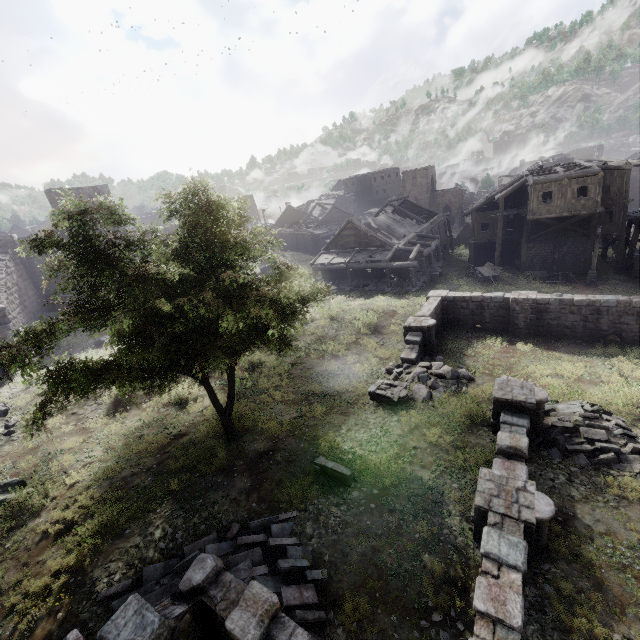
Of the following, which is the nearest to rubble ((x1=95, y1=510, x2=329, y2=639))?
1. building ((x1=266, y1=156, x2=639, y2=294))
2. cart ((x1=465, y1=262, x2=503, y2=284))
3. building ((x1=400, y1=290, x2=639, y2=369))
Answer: building ((x1=400, y1=290, x2=639, y2=369))

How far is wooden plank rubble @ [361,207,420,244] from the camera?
32.4 meters

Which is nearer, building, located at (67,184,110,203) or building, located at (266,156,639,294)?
building, located at (266,156,639,294)

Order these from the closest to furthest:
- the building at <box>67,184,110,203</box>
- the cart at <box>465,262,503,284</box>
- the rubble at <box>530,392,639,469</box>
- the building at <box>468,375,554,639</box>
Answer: the building at <box>468,375,554,639</box>
the rubble at <box>530,392,639,469</box>
the cart at <box>465,262,503,284</box>
the building at <box>67,184,110,203</box>

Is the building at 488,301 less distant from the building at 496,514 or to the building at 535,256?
the building at 496,514

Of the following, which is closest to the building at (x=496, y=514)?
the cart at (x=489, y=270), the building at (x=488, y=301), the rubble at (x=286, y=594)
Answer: the rubble at (x=286, y=594)

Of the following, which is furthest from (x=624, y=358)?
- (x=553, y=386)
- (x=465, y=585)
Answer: (x=465, y=585)

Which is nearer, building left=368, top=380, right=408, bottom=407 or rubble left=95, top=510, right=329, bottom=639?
rubble left=95, top=510, right=329, bottom=639
